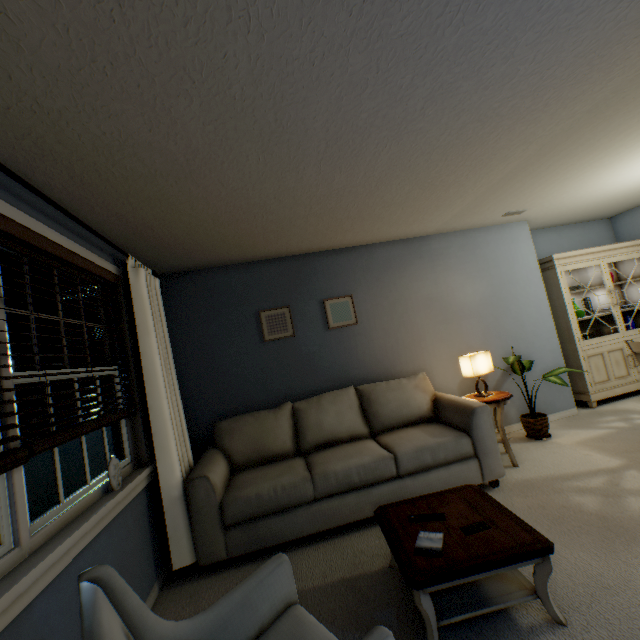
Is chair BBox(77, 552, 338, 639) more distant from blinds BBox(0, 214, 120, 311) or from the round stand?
the round stand

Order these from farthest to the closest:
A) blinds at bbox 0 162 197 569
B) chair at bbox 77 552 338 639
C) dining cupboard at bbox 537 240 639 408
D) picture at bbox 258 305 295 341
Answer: dining cupboard at bbox 537 240 639 408, picture at bbox 258 305 295 341, blinds at bbox 0 162 197 569, chair at bbox 77 552 338 639

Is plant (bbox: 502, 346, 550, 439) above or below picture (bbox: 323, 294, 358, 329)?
below

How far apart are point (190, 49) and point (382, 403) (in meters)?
2.87

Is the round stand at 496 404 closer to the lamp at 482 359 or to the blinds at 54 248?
the lamp at 482 359

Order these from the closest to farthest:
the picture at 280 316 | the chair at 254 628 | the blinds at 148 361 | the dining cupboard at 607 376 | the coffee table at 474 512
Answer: the chair at 254 628, the coffee table at 474 512, the blinds at 148 361, the picture at 280 316, the dining cupboard at 607 376

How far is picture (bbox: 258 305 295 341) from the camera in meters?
3.5

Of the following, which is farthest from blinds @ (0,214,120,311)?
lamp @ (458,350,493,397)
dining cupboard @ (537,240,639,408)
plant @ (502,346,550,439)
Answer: dining cupboard @ (537,240,639,408)
